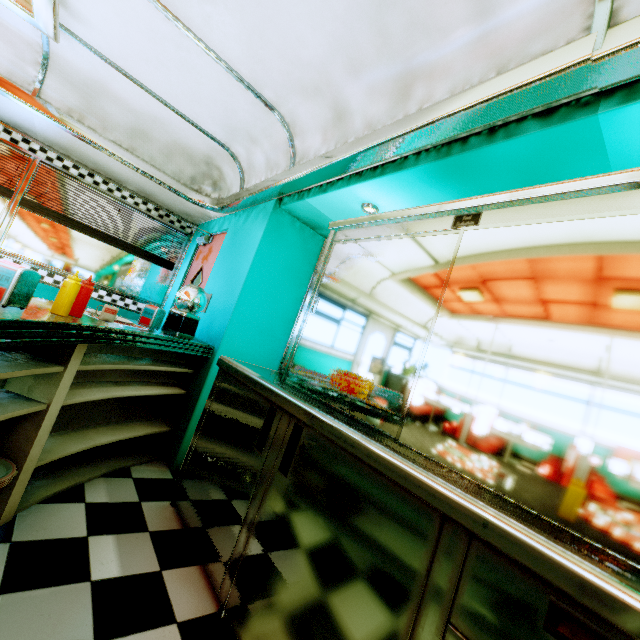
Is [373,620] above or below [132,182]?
below

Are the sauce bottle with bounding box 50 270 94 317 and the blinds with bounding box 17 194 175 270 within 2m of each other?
no

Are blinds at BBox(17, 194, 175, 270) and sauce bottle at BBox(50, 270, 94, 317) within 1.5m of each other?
no

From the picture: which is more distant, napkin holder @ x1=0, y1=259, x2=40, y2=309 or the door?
the door

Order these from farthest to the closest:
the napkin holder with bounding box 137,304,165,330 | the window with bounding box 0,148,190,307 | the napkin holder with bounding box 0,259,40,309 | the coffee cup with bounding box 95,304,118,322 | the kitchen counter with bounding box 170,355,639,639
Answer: the window with bounding box 0,148,190,307 → the napkin holder with bounding box 137,304,165,330 → the coffee cup with bounding box 95,304,118,322 → the napkin holder with bounding box 0,259,40,309 → the kitchen counter with bounding box 170,355,639,639

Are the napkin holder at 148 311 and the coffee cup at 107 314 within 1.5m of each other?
yes

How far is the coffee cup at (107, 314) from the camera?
2.0m

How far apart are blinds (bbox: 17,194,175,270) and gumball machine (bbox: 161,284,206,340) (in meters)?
2.24
